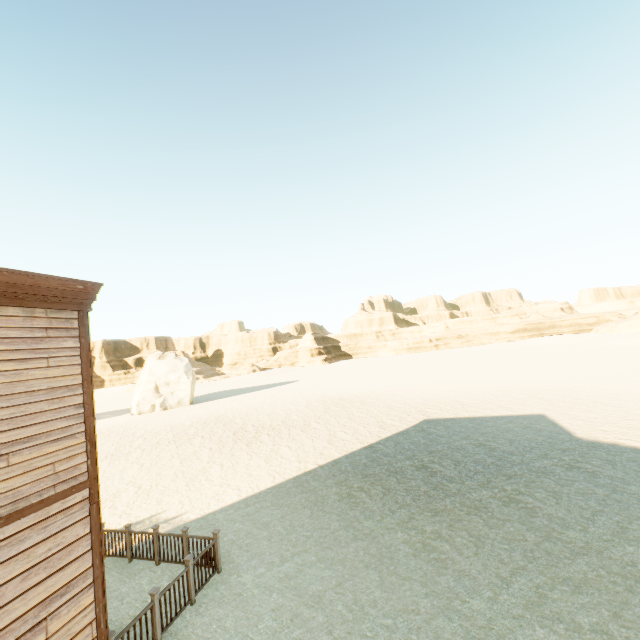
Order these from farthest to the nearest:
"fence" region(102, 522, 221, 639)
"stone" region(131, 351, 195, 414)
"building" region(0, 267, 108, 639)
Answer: "stone" region(131, 351, 195, 414), "fence" region(102, 522, 221, 639), "building" region(0, 267, 108, 639)

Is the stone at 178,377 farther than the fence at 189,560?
Yes

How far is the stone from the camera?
37.97m

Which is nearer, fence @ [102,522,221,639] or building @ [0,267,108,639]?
building @ [0,267,108,639]

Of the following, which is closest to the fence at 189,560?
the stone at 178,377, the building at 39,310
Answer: the building at 39,310

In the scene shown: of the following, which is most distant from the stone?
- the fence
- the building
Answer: the building

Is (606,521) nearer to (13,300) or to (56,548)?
(56,548)
